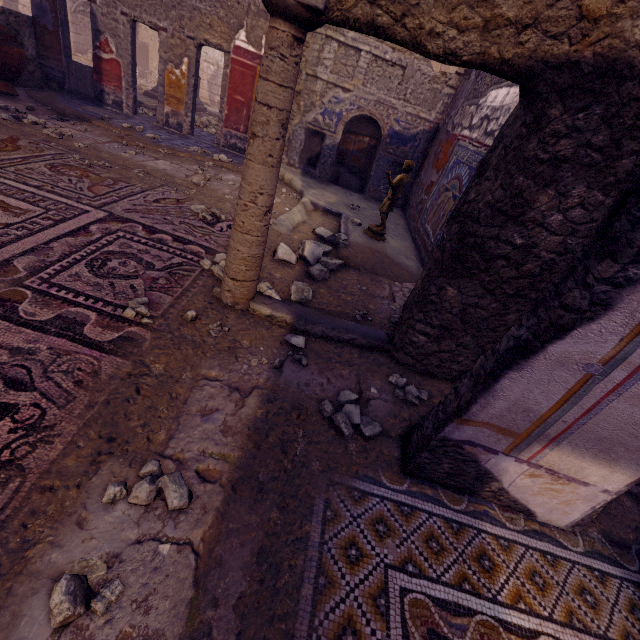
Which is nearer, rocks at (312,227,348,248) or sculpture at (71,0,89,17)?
rocks at (312,227,348,248)

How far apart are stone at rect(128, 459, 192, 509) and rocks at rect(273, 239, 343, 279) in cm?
260

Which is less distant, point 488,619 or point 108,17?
point 488,619

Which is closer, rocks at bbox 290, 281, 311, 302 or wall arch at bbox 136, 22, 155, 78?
rocks at bbox 290, 281, 311, 302

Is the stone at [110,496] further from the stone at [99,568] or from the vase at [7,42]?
the vase at [7,42]

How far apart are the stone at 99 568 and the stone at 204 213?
3.6m

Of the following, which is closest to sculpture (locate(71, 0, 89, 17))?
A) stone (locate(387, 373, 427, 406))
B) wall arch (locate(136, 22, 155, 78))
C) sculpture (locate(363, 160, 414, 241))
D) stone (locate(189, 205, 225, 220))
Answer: wall arch (locate(136, 22, 155, 78))

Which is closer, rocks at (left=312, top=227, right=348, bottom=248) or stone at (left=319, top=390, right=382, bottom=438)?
stone at (left=319, top=390, right=382, bottom=438)
